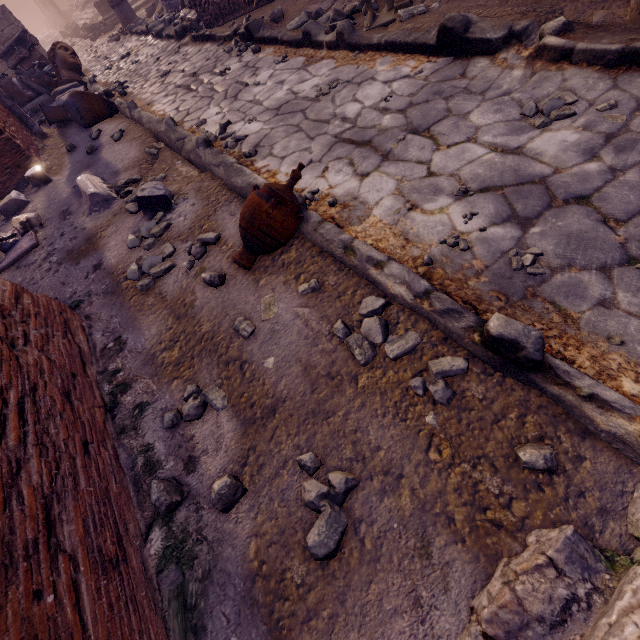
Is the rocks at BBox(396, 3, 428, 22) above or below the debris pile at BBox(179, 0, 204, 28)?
below

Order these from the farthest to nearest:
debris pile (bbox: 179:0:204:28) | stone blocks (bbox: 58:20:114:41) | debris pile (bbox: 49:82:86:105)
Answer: stone blocks (bbox: 58:20:114:41)
debris pile (bbox: 179:0:204:28)
debris pile (bbox: 49:82:86:105)

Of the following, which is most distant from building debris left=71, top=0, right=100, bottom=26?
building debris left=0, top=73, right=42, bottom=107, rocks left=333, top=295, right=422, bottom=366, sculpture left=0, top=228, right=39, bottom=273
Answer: rocks left=333, top=295, right=422, bottom=366

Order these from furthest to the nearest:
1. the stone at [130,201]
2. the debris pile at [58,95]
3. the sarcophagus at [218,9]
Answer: the debris pile at [58,95], the sarcophagus at [218,9], the stone at [130,201]

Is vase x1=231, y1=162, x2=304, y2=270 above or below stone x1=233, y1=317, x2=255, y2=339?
above

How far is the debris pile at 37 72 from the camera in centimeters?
946cm

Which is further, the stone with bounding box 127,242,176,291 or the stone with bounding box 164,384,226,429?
the stone with bounding box 127,242,176,291

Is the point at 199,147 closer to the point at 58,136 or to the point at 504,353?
the point at 504,353
